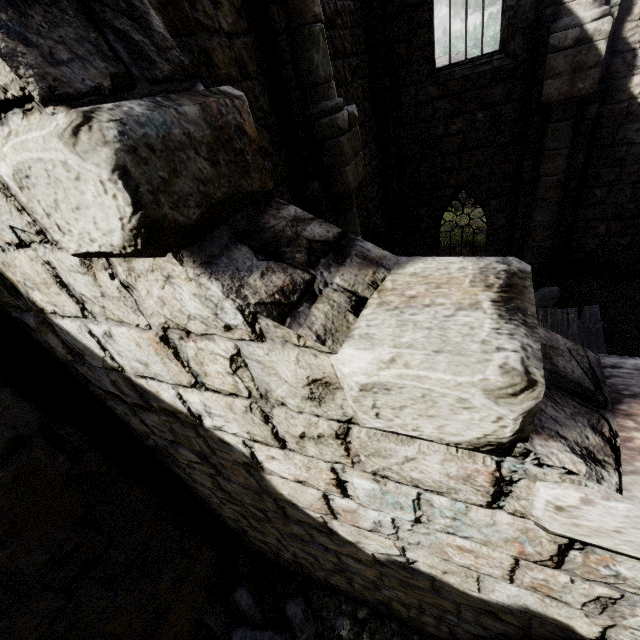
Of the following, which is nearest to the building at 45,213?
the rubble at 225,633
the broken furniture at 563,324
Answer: the rubble at 225,633

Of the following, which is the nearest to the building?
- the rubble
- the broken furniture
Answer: the rubble

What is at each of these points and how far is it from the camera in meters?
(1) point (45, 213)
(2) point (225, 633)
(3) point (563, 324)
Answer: (1) building, 1.2
(2) rubble, 4.4
(3) broken furniture, 6.7

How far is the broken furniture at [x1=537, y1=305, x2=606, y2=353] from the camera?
6.2m

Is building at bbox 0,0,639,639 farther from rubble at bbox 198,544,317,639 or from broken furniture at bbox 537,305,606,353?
broken furniture at bbox 537,305,606,353

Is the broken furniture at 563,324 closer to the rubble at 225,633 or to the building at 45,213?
the rubble at 225,633

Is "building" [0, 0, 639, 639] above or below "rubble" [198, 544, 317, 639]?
above
